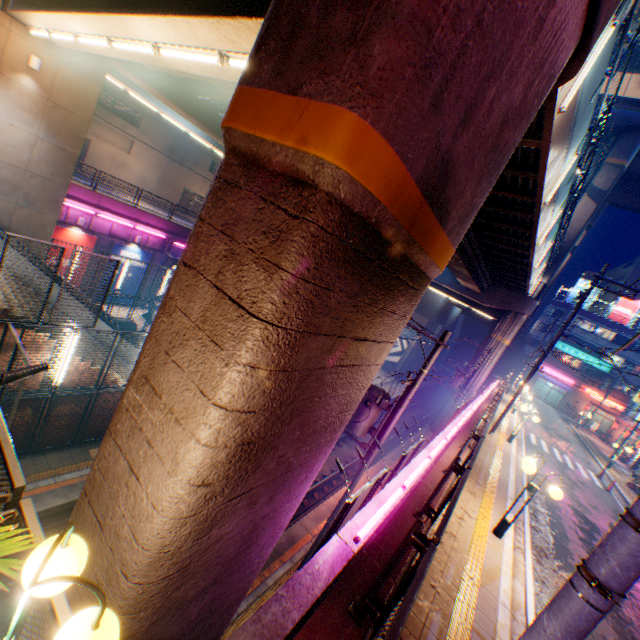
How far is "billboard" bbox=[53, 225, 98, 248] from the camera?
18.7m

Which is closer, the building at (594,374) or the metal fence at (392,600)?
the metal fence at (392,600)

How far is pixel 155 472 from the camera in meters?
2.9

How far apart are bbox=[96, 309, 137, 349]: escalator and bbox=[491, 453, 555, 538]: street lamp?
18.2 meters

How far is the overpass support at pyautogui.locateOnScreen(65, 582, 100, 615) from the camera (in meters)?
3.17

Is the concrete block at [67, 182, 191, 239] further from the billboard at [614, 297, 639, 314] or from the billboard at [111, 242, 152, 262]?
the billboard at [614, 297, 639, 314]

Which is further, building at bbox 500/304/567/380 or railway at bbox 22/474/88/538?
building at bbox 500/304/567/380

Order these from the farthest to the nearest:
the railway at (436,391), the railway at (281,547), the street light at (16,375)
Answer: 1. the railway at (436,391)
2. the railway at (281,547)
3. the street light at (16,375)
